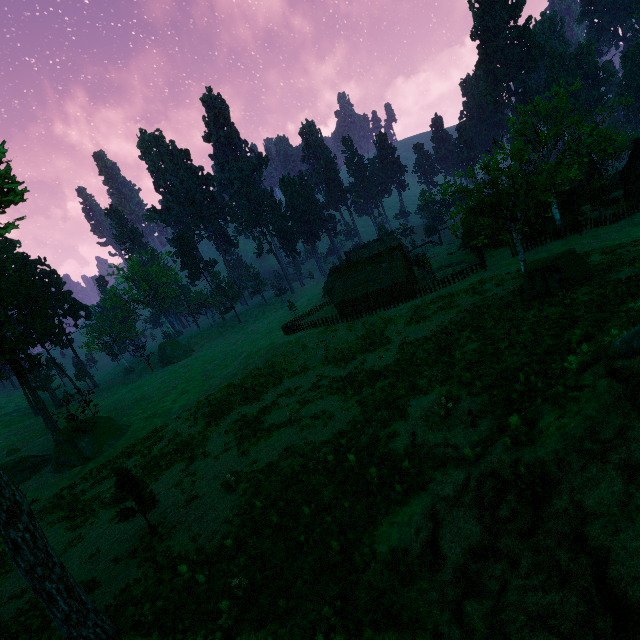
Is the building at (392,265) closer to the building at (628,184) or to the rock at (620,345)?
the building at (628,184)

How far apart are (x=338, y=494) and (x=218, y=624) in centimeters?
434cm

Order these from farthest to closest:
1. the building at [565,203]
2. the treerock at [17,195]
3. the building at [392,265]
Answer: the building at [392,265]
the building at [565,203]
the treerock at [17,195]

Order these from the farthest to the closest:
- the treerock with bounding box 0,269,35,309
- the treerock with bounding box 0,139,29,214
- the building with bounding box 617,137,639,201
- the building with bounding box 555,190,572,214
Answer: the building with bounding box 555,190,572,214 → the building with bounding box 617,137,639,201 → the treerock with bounding box 0,269,35,309 → the treerock with bounding box 0,139,29,214

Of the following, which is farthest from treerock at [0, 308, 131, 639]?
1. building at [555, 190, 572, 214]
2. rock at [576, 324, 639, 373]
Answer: rock at [576, 324, 639, 373]

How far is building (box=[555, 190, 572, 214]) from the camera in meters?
46.3 m

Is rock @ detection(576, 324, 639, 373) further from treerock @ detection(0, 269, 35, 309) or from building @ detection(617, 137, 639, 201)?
building @ detection(617, 137, 639, 201)

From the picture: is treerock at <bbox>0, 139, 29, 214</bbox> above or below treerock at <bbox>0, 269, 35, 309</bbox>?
below
